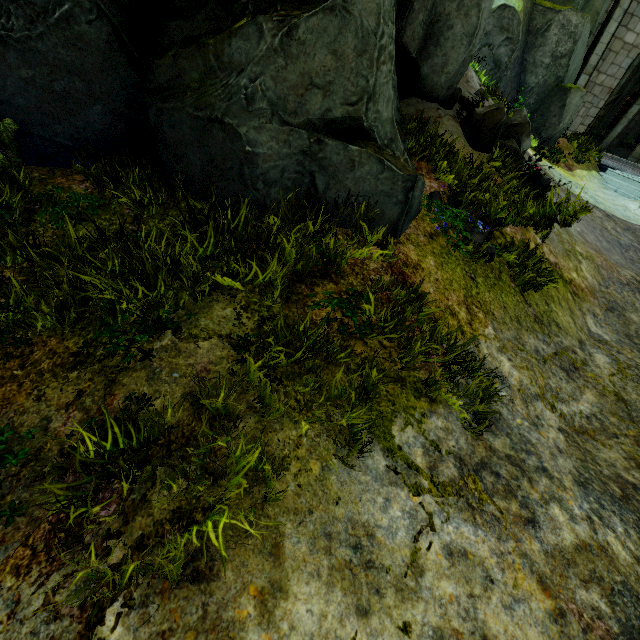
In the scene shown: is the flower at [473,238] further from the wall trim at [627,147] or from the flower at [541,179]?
the wall trim at [627,147]

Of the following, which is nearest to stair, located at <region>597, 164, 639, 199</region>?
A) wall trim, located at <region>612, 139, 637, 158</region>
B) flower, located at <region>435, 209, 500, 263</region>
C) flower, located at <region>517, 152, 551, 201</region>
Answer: flower, located at <region>517, 152, 551, 201</region>

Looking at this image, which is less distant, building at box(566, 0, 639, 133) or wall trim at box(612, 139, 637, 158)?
building at box(566, 0, 639, 133)

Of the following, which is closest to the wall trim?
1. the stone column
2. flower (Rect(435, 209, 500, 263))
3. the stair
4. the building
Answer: the stone column

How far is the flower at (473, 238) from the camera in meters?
4.2

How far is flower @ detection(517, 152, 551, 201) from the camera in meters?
6.5 m

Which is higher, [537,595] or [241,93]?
[241,93]

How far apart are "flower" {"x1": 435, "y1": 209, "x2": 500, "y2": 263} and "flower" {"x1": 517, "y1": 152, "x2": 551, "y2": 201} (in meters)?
2.88
